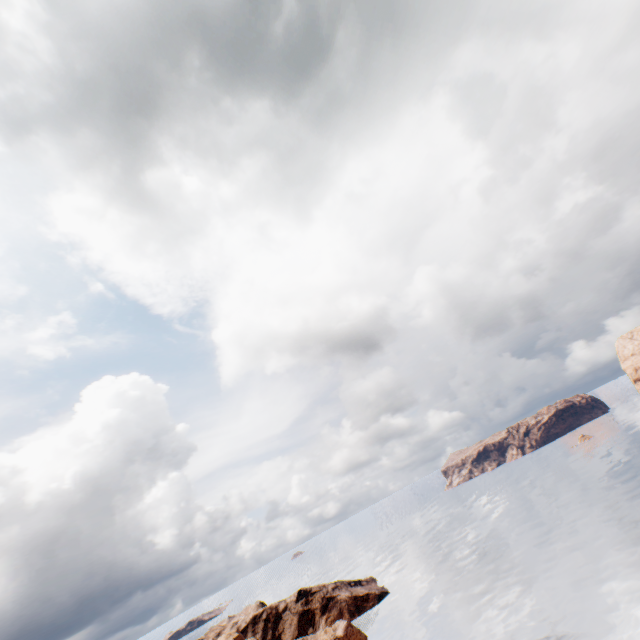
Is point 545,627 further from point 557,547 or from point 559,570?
point 557,547
